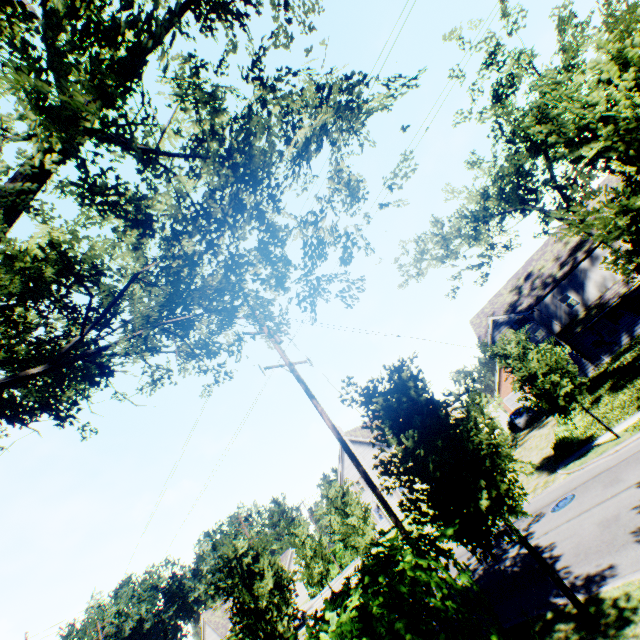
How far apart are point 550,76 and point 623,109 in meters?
1.3 m

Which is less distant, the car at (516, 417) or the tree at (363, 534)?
the tree at (363, 534)

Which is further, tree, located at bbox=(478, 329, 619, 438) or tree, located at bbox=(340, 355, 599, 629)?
tree, located at bbox=(478, 329, 619, 438)

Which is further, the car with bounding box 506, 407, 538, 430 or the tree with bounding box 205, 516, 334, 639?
the car with bounding box 506, 407, 538, 430

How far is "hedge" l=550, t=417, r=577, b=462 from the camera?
16.9m

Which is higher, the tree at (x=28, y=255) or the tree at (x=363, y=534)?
the tree at (x=28, y=255)

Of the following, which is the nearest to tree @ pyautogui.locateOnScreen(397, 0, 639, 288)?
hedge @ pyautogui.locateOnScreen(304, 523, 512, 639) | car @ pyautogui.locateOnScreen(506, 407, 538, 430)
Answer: hedge @ pyautogui.locateOnScreen(304, 523, 512, 639)
